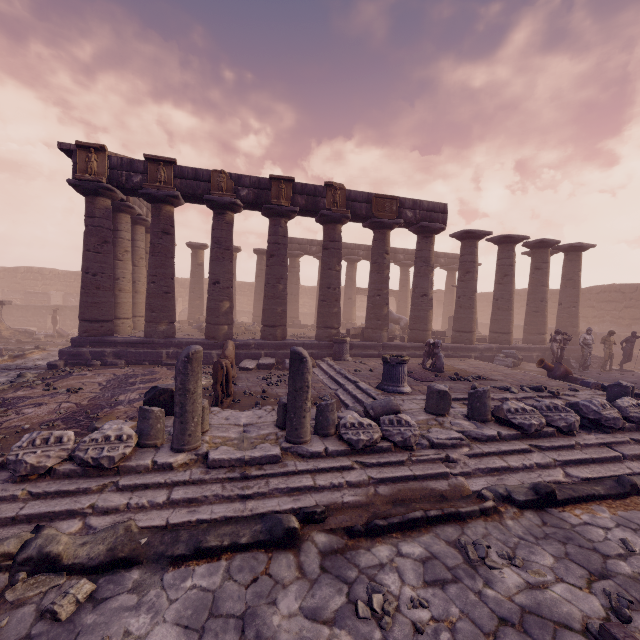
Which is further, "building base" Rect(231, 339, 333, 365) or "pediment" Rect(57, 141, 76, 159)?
"building base" Rect(231, 339, 333, 365)

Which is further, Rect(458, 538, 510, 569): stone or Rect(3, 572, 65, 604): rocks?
Rect(458, 538, 510, 569): stone

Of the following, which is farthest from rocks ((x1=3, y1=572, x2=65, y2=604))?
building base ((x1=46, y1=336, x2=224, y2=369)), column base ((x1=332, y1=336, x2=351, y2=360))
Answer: column base ((x1=332, y1=336, x2=351, y2=360))

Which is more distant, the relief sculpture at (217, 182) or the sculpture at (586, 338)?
the sculpture at (586, 338)

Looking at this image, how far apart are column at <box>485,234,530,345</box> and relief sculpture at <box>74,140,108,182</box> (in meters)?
16.97

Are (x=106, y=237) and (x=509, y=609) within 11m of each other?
no

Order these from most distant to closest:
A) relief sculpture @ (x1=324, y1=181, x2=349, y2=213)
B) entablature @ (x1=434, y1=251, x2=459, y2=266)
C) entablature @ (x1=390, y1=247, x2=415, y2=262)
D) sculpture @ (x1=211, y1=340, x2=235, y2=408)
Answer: entablature @ (x1=434, y1=251, x2=459, y2=266) < entablature @ (x1=390, y1=247, x2=415, y2=262) < relief sculpture @ (x1=324, y1=181, x2=349, y2=213) < sculpture @ (x1=211, y1=340, x2=235, y2=408)

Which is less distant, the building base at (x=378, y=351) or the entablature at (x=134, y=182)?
the entablature at (x=134, y=182)
